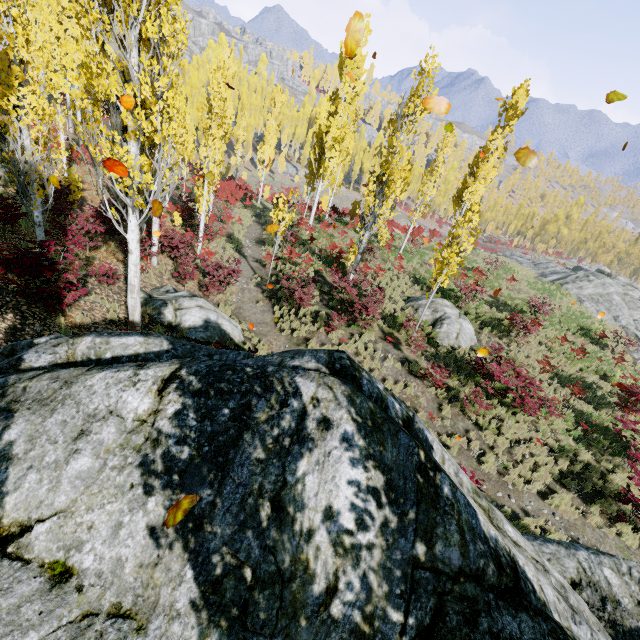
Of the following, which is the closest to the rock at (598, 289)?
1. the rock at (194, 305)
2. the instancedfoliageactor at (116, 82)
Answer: the instancedfoliageactor at (116, 82)

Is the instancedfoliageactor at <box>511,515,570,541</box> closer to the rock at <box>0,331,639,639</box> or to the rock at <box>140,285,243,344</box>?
the rock at <box>0,331,639,639</box>

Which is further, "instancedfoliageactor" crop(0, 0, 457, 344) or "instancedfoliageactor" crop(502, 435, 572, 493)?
Answer: "instancedfoliageactor" crop(502, 435, 572, 493)

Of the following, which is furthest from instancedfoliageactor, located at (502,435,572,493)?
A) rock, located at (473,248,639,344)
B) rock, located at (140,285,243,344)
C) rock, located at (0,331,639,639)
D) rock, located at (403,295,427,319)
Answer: rock, located at (473,248,639,344)

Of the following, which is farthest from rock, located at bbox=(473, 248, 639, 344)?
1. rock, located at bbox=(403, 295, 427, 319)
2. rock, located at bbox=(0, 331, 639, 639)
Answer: rock, located at bbox=(0, 331, 639, 639)

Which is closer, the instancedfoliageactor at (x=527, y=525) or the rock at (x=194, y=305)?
the instancedfoliageactor at (x=527, y=525)

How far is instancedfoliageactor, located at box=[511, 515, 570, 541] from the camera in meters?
8.6

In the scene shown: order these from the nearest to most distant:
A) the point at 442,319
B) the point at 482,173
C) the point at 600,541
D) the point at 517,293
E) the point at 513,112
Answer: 1. the point at 600,541
2. the point at 442,319
3. the point at 513,112
4. the point at 482,173
5. the point at 517,293
